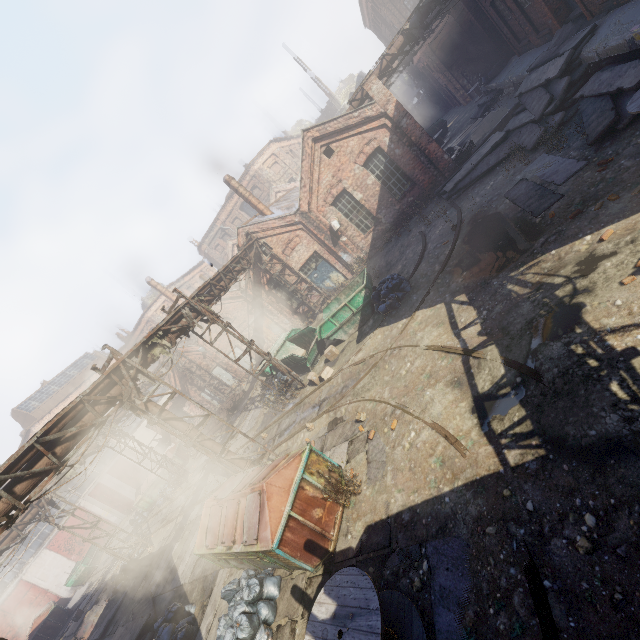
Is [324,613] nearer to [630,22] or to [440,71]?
[630,22]

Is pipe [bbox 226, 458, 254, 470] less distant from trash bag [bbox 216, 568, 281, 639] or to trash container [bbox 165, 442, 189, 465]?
trash bag [bbox 216, 568, 281, 639]

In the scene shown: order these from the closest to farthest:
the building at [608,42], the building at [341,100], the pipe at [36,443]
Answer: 1. the pipe at [36,443]
2. the building at [608,42]
3. the building at [341,100]

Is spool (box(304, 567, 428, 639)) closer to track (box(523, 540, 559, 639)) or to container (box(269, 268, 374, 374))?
track (box(523, 540, 559, 639))

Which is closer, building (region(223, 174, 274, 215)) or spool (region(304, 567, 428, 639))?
spool (region(304, 567, 428, 639))

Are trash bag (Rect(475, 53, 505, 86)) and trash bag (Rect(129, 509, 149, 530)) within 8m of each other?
no

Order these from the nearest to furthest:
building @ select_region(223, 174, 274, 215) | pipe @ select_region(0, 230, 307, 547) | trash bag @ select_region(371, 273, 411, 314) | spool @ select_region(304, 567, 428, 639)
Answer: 1. spool @ select_region(304, 567, 428, 639)
2. pipe @ select_region(0, 230, 307, 547)
3. trash bag @ select_region(371, 273, 411, 314)
4. building @ select_region(223, 174, 274, 215)

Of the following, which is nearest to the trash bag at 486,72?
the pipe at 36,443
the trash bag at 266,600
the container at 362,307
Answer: the container at 362,307
